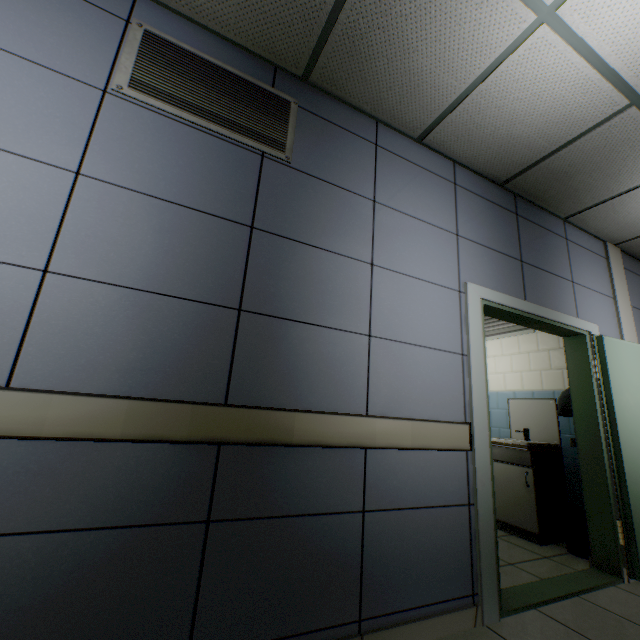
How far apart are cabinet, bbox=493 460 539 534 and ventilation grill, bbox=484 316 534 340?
1.7 meters

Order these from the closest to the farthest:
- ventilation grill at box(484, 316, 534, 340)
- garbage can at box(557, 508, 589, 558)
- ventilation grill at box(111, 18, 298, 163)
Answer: ventilation grill at box(111, 18, 298, 163)
garbage can at box(557, 508, 589, 558)
ventilation grill at box(484, 316, 534, 340)

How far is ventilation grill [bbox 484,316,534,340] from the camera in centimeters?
438cm

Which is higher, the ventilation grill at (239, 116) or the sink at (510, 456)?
the ventilation grill at (239, 116)

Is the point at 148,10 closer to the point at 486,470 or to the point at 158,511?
the point at 158,511

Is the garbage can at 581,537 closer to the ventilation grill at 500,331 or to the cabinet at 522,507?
the cabinet at 522,507

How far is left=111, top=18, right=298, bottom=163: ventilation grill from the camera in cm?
169

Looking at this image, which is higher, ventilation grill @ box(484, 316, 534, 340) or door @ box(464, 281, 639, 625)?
ventilation grill @ box(484, 316, 534, 340)
